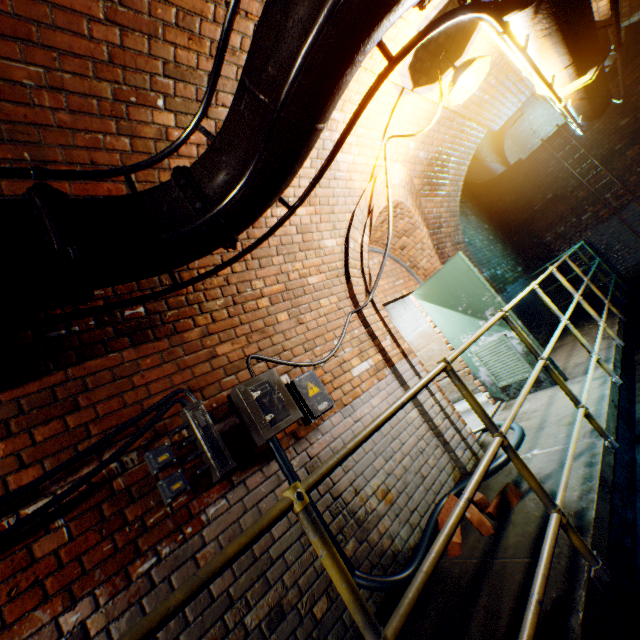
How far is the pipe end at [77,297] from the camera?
1.5m

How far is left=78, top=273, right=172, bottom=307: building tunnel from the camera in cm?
214

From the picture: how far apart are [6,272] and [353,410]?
2.7 meters

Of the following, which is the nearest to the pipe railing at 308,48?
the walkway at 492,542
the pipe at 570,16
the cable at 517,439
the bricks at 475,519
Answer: the pipe at 570,16

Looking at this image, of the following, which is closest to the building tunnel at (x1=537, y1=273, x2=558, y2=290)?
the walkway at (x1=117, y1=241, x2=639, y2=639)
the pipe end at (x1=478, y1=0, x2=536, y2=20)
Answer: the walkway at (x1=117, y1=241, x2=639, y2=639)

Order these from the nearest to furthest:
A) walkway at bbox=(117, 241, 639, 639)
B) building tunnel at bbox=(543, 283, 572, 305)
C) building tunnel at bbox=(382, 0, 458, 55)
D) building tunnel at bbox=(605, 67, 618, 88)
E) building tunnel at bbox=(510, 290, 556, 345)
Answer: walkway at bbox=(117, 241, 639, 639)
building tunnel at bbox=(382, 0, 458, 55)
building tunnel at bbox=(510, 290, 556, 345)
building tunnel at bbox=(605, 67, 618, 88)
building tunnel at bbox=(543, 283, 572, 305)

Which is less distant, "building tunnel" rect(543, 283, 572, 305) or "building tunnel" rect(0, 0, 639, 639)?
"building tunnel" rect(0, 0, 639, 639)
